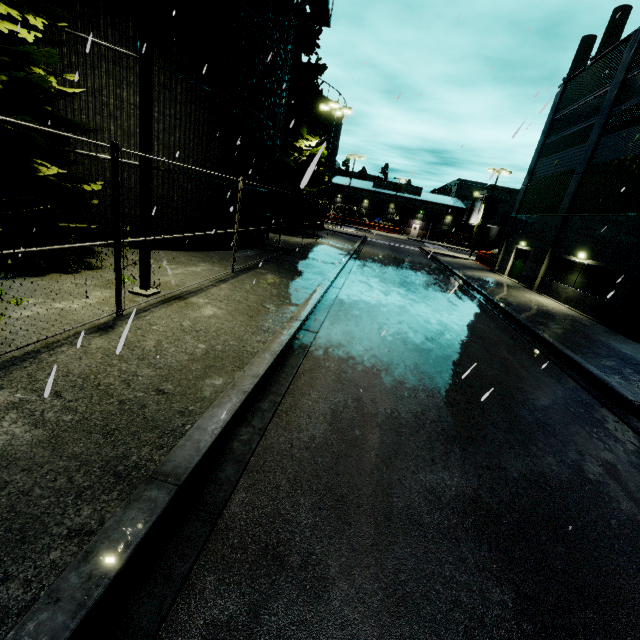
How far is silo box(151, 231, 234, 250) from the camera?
12.57m

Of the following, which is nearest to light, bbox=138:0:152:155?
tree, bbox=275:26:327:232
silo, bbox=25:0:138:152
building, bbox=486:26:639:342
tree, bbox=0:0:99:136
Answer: silo, bbox=25:0:138:152

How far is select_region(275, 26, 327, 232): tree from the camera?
23.9m

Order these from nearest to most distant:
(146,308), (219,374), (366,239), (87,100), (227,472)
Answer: (227,472)
(219,374)
(146,308)
(87,100)
(366,239)

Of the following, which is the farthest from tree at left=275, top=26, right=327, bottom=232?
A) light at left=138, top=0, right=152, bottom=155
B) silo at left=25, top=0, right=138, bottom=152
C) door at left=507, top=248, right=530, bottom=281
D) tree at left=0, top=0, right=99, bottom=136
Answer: light at left=138, top=0, right=152, bottom=155

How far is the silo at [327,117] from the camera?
30.6m

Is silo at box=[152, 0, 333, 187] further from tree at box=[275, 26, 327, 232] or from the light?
the light

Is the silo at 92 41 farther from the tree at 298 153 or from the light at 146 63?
the light at 146 63
